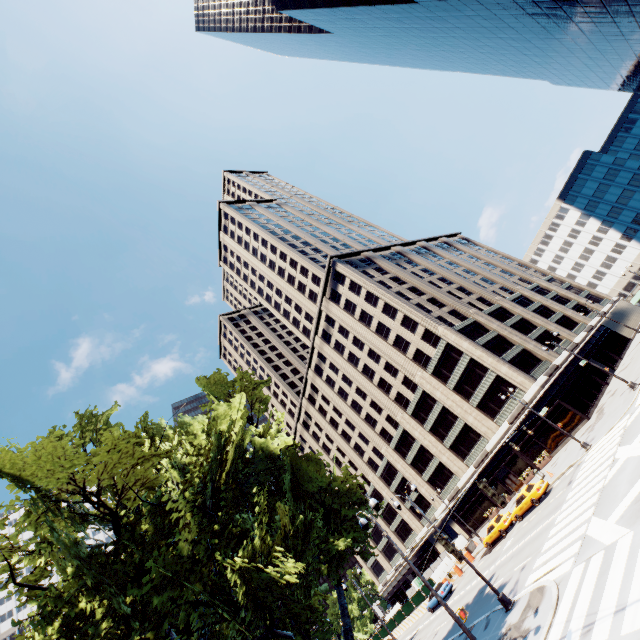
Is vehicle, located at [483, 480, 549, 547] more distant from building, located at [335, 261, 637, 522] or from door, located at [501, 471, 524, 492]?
door, located at [501, 471, 524, 492]

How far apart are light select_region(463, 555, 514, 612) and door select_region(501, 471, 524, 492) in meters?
32.0

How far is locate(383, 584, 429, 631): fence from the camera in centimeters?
4131cm

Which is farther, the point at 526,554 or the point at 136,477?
the point at 526,554

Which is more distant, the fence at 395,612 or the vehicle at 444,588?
the fence at 395,612

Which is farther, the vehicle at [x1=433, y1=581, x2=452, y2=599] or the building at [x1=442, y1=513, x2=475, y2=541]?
the building at [x1=442, y1=513, x2=475, y2=541]

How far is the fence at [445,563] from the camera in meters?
39.4

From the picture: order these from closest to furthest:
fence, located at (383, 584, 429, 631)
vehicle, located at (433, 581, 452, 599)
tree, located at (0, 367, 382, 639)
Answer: tree, located at (0, 367, 382, 639)
vehicle, located at (433, 581, 452, 599)
fence, located at (383, 584, 429, 631)
